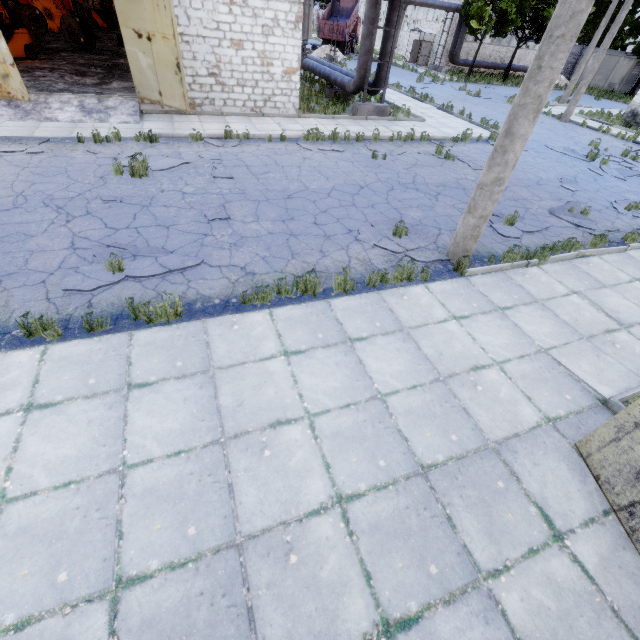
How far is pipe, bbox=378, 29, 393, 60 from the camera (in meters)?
13.95

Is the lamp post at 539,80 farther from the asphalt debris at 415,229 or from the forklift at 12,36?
the forklift at 12,36

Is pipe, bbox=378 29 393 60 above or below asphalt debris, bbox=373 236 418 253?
above

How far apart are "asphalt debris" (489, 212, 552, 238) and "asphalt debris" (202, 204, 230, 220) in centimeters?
641cm

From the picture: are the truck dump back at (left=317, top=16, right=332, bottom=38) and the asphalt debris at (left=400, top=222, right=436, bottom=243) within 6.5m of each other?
no

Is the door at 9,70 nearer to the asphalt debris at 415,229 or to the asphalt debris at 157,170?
the asphalt debris at 157,170

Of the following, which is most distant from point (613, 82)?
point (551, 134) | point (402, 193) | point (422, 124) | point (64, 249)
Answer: point (64, 249)

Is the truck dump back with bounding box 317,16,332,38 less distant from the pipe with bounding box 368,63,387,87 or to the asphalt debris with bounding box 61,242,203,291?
the pipe with bounding box 368,63,387,87
